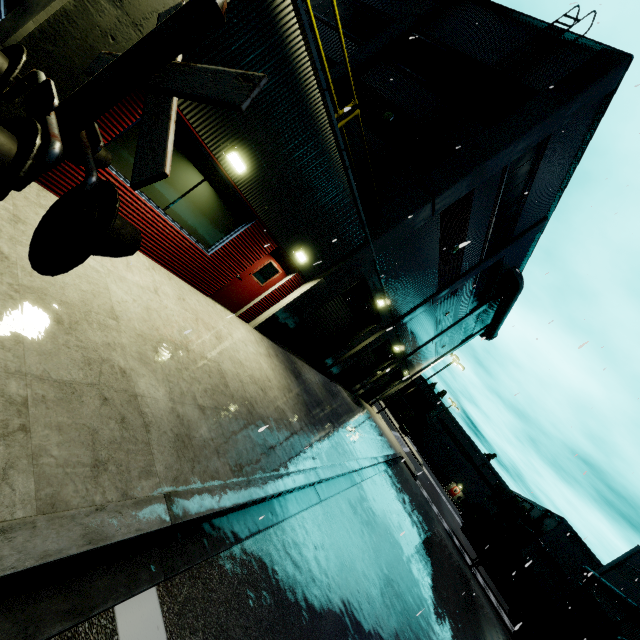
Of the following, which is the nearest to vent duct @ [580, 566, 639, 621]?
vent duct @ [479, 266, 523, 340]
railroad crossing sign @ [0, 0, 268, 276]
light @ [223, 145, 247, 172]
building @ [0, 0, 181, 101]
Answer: building @ [0, 0, 181, 101]

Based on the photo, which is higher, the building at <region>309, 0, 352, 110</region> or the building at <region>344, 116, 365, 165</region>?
the building at <region>309, 0, 352, 110</region>

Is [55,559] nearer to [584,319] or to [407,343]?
[584,319]

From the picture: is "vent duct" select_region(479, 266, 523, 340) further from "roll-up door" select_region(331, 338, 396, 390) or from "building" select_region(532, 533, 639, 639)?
"roll-up door" select_region(331, 338, 396, 390)

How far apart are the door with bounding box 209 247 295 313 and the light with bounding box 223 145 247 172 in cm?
254

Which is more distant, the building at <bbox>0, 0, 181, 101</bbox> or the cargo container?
the cargo container

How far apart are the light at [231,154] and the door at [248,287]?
2.5m

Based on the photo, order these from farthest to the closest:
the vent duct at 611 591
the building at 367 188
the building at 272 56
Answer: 1. the vent duct at 611 591
2. the building at 367 188
3. the building at 272 56
